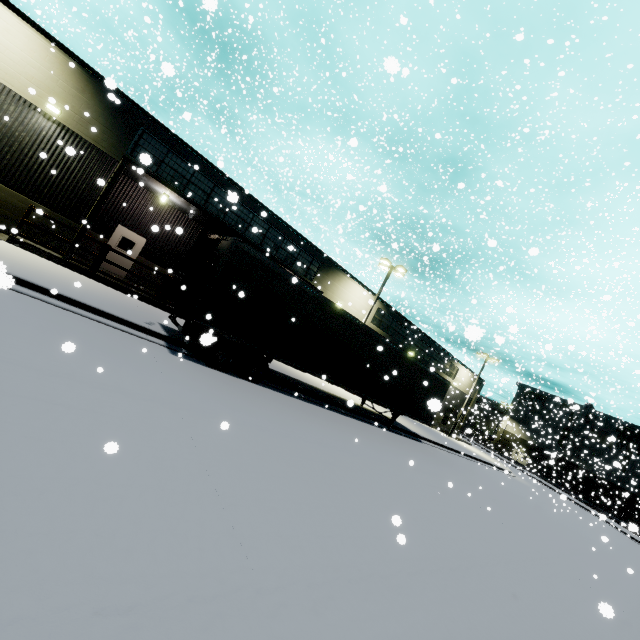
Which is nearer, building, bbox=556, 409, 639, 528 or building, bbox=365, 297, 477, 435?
building, bbox=365, 297, 477, 435

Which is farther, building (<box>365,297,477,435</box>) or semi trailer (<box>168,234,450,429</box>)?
building (<box>365,297,477,435</box>)

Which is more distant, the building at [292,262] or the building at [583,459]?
the building at [583,459]

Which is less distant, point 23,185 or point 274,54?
point 23,185

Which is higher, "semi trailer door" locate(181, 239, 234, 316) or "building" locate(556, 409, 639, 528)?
"building" locate(556, 409, 639, 528)

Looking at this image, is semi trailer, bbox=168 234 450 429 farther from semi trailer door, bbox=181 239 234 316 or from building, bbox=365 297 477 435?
building, bbox=365 297 477 435

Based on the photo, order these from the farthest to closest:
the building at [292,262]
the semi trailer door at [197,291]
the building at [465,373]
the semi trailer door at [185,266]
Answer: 1. the building at [465,373]
2. the building at [292,262]
3. the semi trailer door at [185,266]
4. the semi trailer door at [197,291]

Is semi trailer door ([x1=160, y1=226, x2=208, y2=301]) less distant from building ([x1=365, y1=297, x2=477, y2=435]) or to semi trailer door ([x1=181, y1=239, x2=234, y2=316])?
semi trailer door ([x1=181, y1=239, x2=234, y2=316])
